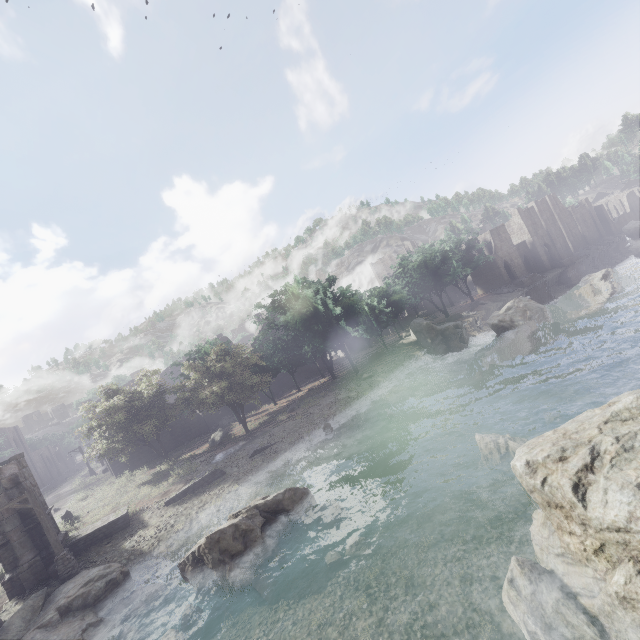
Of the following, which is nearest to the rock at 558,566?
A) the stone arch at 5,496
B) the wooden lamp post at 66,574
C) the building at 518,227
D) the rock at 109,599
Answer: the building at 518,227

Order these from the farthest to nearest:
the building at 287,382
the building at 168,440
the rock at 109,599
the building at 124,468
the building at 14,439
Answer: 1. the building at 14,439
2. the building at 287,382
3. the building at 168,440
4. the building at 124,468
5. the rock at 109,599

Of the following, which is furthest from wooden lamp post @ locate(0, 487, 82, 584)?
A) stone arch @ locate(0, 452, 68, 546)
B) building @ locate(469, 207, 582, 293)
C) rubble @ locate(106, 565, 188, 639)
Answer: building @ locate(469, 207, 582, 293)

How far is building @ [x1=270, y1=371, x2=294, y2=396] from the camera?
45.8 meters

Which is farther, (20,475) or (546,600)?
(20,475)

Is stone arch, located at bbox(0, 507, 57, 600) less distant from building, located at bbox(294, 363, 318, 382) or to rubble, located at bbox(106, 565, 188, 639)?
building, located at bbox(294, 363, 318, 382)
